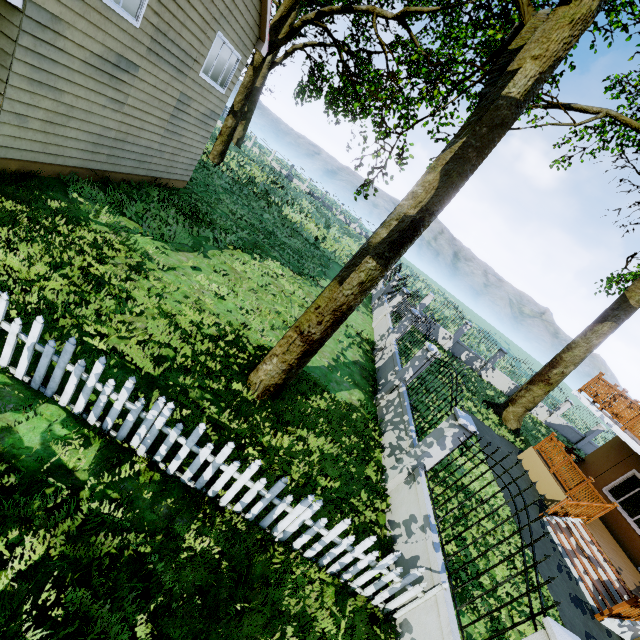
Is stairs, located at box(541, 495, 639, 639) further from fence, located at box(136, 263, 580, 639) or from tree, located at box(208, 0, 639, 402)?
fence, located at box(136, 263, 580, 639)

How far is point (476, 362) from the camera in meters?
22.4

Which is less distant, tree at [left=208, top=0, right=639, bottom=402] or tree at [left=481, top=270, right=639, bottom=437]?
tree at [left=208, top=0, right=639, bottom=402]

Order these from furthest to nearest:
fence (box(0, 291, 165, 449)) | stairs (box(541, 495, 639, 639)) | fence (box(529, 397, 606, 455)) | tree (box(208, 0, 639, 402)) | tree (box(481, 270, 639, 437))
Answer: fence (box(529, 397, 606, 455)) → tree (box(481, 270, 639, 437)) → stairs (box(541, 495, 639, 639)) → tree (box(208, 0, 639, 402)) → fence (box(0, 291, 165, 449))

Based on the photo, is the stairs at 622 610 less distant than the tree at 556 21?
No

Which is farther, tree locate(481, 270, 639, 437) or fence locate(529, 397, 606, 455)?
fence locate(529, 397, 606, 455)

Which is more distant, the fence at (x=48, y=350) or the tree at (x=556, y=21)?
the tree at (x=556, y=21)
